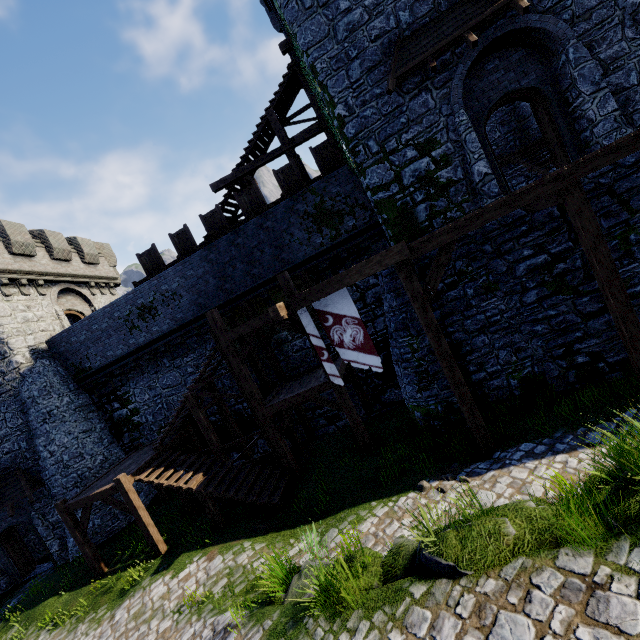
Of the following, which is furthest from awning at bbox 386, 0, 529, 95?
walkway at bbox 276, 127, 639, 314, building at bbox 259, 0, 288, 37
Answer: walkway at bbox 276, 127, 639, 314

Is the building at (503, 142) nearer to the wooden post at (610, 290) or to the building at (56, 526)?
the wooden post at (610, 290)

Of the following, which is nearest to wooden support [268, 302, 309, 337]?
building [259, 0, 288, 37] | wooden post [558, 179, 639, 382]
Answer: building [259, 0, 288, 37]

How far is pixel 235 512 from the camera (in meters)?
11.80

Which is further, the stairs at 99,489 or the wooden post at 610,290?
the stairs at 99,489

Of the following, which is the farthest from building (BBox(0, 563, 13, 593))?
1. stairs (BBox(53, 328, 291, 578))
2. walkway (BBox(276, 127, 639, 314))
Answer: walkway (BBox(276, 127, 639, 314))

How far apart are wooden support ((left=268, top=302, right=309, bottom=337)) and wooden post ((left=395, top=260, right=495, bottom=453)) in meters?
3.2 m

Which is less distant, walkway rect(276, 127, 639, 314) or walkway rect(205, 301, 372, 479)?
walkway rect(276, 127, 639, 314)
